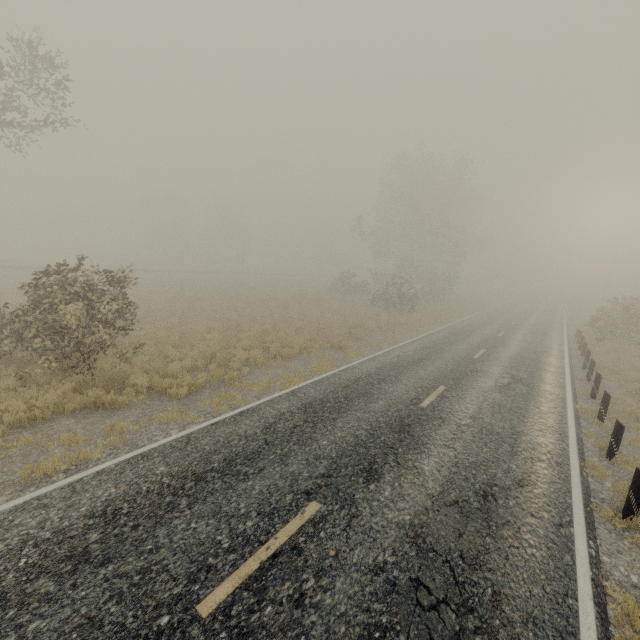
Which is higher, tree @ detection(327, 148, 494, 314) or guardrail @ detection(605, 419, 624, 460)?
tree @ detection(327, 148, 494, 314)

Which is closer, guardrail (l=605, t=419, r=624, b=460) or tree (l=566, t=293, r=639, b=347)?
guardrail (l=605, t=419, r=624, b=460)

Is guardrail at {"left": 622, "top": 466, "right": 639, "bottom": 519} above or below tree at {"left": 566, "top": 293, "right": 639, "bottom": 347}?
below

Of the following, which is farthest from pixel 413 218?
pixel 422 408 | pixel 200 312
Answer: pixel 422 408

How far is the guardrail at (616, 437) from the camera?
7.9m

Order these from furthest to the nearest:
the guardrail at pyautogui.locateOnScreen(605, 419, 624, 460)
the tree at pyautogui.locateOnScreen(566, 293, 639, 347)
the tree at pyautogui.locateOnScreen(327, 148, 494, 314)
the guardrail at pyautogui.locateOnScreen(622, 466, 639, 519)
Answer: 1. the tree at pyautogui.locateOnScreen(327, 148, 494, 314)
2. the tree at pyautogui.locateOnScreen(566, 293, 639, 347)
3. the guardrail at pyautogui.locateOnScreen(605, 419, 624, 460)
4. the guardrail at pyautogui.locateOnScreen(622, 466, 639, 519)

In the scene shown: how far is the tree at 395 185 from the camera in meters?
35.1

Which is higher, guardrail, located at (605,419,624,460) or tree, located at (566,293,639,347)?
tree, located at (566,293,639,347)
